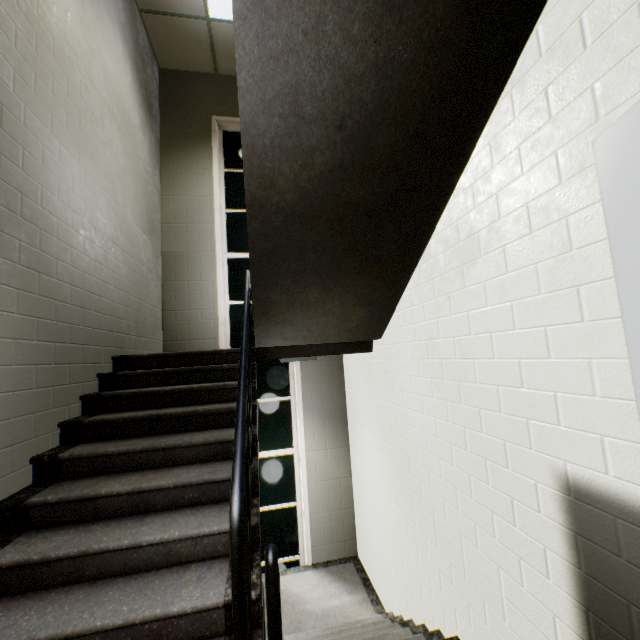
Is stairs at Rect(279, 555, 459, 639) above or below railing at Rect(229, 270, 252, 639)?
below

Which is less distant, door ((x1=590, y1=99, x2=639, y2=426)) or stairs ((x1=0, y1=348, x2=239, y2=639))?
door ((x1=590, y1=99, x2=639, y2=426))

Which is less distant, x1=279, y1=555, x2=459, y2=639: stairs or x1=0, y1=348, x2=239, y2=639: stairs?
x1=0, y1=348, x2=239, y2=639: stairs

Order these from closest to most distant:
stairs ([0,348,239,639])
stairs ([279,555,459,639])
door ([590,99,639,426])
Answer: door ([590,99,639,426]) < stairs ([0,348,239,639]) < stairs ([279,555,459,639])

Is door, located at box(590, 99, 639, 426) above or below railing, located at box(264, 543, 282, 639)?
above

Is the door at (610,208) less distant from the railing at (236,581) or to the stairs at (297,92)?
the stairs at (297,92)

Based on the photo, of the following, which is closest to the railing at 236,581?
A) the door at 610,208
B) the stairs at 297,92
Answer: the stairs at 297,92

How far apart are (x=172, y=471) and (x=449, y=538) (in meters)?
2.24
